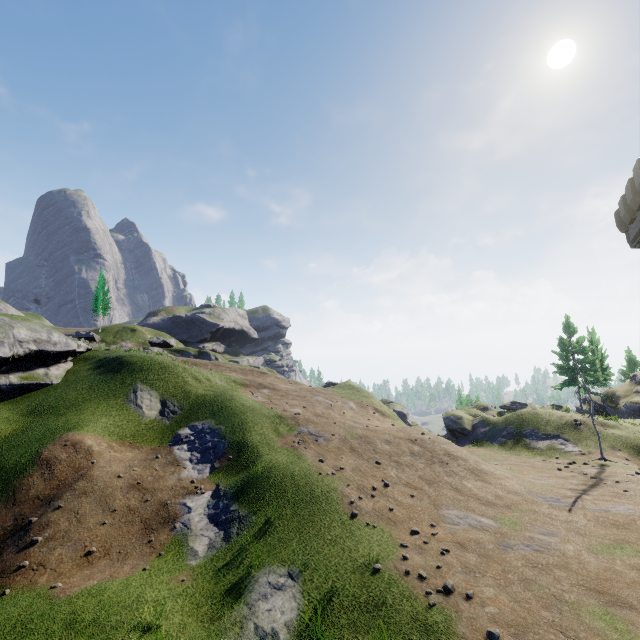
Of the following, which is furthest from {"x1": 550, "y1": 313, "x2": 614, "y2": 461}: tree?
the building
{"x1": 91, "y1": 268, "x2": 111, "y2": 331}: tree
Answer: {"x1": 91, "y1": 268, "x2": 111, "y2": 331}: tree

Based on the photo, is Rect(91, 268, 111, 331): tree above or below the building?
above

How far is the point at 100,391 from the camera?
23.6 meters

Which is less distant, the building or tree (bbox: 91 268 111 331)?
the building

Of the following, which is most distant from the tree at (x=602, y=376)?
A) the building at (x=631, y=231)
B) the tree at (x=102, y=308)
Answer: the tree at (x=102, y=308)

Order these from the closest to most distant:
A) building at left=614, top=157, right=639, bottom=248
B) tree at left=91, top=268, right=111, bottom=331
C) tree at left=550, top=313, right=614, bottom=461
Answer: building at left=614, top=157, right=639, bottom=248 → tree at left=550, top=313, right=614, bottom=461 → tree at left=91, top=268, right=111, bottom=331

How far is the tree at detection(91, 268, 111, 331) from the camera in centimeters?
5166cm
